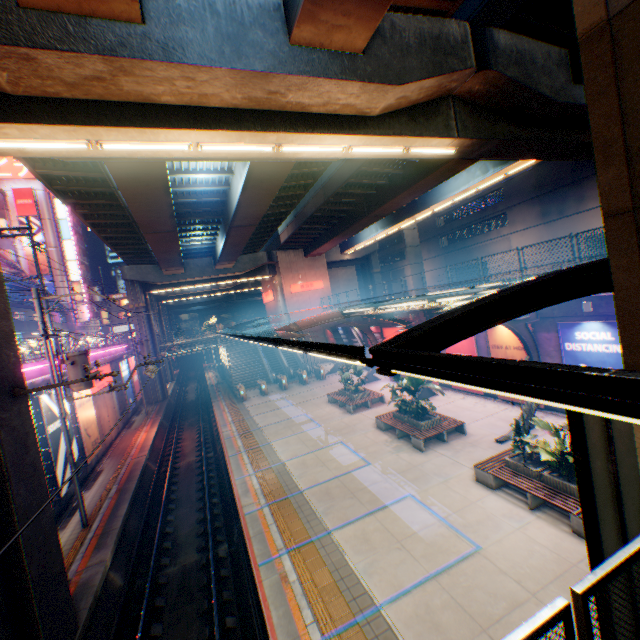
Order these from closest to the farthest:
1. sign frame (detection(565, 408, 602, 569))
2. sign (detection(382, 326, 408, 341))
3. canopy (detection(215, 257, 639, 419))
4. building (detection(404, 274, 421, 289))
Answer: canopy (detection(215, 257, 639, 419)), sign frame (detection(565, 408, 602, 569)), sign (detection(382, 326, 408, 341)), building (detection(404, 274, 421, 289))

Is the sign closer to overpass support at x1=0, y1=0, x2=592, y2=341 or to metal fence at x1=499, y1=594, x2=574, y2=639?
metal fence at x1=499, y1=594, x2=574, y2=639

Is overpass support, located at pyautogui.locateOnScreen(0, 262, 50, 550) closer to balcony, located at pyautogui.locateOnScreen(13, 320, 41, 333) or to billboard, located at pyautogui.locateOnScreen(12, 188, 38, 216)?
balcony, located at pyautogui.locateOnScreen(13, 320, 41, 333)

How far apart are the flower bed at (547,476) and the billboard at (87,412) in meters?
19.3 m

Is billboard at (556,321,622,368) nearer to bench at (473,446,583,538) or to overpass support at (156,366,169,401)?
bench at (473,446,583,538)

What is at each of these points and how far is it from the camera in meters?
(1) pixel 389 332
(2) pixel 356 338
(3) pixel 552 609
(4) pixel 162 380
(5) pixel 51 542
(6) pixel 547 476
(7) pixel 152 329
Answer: (1) sign, 27.3 m
(2) billboard, 33.4 m
(3) metal fence, 2.2 m
(4) overpass support, 36.8 m
(5) overpass support, 8.0 m
(6) flower bed, 9.8 m
(7) overpass support, 36.5 m

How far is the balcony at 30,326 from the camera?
33.00m

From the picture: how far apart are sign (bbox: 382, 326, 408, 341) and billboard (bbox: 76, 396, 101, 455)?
21.2m
